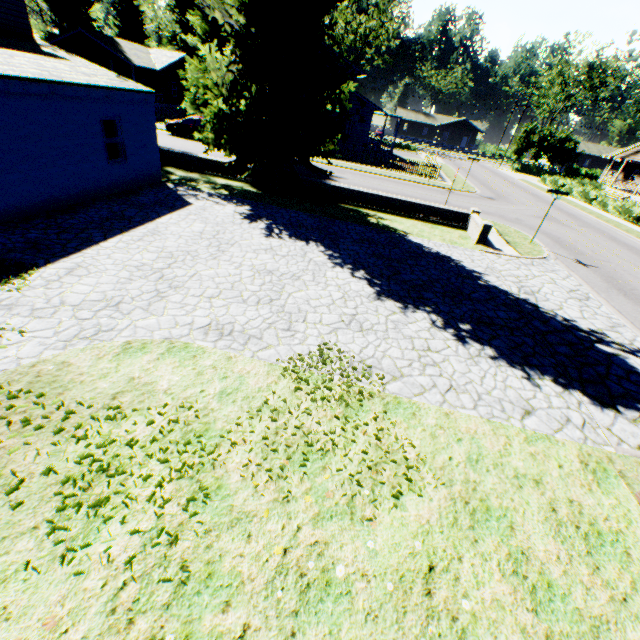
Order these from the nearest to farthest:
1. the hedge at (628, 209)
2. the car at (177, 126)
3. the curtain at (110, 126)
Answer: the curtain at (110, 126) → the car at (177, 126) → the hedge at (628, 209)

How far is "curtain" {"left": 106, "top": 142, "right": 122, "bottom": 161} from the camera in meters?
12.1 m

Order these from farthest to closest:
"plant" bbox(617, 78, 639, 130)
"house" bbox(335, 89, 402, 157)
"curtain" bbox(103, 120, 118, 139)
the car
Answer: "house" bbox(335, 89, 402, 157), "plant" bbox(617, 78, 639, 130), the car, "curtain" bbox(103, 120, 118, 139)

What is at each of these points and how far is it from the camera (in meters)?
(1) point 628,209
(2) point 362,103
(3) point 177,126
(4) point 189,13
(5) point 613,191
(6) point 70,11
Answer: (1) hedge, 26.72
(2) house, 32.66
(3) car, 26.52
(4) plant, 43.38
(5) house, 40.56
(6) plant, 38.53

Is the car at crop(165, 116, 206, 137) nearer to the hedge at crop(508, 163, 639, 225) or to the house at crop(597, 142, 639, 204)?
the hedge at crop(508, 163, 639, 225)

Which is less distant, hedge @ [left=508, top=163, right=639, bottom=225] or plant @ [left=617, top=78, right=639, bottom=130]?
hedge @ [left=508, top=163, right=639, bottom=225]

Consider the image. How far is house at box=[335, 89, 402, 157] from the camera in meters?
32.5 m

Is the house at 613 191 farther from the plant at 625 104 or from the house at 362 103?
the house at 362 103
